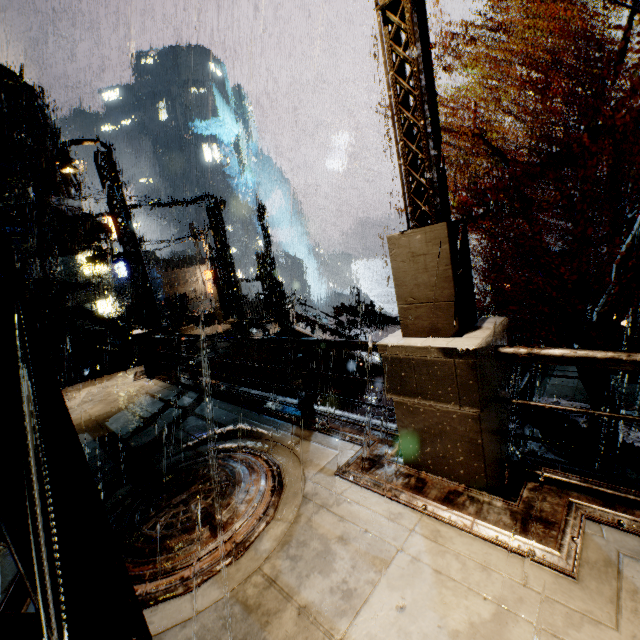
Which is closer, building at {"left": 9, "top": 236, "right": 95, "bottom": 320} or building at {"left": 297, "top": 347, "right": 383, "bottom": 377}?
building at {"left": 9, "top": 236, "right": 95, "bottom": 320}

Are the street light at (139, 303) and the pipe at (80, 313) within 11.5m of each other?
no

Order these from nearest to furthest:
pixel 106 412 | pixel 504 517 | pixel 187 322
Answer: pixel 504 517 < pixel 106 412 < pixel 187 322

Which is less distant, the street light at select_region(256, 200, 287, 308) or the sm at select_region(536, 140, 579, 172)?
the sm at select_region(536, 140, 579, 172)

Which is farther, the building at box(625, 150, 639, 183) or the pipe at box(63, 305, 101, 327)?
the pipe at box(63, 305, 101, 327)

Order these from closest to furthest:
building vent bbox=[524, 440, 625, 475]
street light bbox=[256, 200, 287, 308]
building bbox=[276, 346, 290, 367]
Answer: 1. building vent bbox=[524, 440, 625, 475]
2. street light bbox=[256, 200, 287, 308]
3. building bbox=[276, 346, 290, 367]

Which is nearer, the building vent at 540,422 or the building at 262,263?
the building vent at 540,422

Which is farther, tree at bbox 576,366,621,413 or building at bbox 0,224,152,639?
tree at bbox 576,366,621,413
